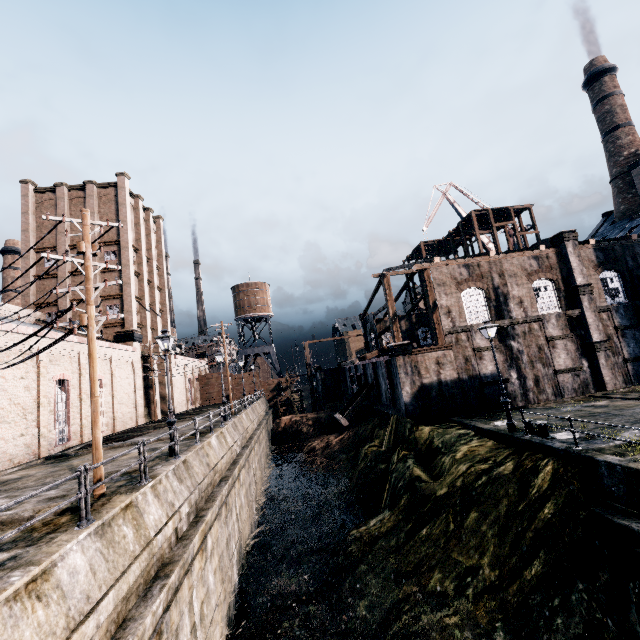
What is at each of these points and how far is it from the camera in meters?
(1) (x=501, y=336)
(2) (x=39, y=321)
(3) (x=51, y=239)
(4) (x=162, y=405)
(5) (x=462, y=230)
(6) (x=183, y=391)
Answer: (1) building, 24.4 m
(2) building, 34.3 m
(3) building, 37.3 m
(4) building, 40.9 m
(5) wooden scaffolding, 45.5 m
(6) building, 49.0 m

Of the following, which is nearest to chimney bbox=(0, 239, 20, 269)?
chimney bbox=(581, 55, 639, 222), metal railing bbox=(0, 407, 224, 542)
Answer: metal railing bbox=(0, 407, 224, 542)

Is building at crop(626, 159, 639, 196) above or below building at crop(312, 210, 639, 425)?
above

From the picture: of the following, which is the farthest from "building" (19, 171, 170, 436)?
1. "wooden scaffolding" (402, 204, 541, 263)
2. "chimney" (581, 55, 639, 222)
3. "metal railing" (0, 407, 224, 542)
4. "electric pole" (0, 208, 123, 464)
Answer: "chimney" (581, 55, 639, 222)

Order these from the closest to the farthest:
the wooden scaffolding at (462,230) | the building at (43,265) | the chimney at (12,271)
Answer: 1. the building at (43,265)
2. the wooden scaffolding at (462,230)
3. the chimney at (12,271)

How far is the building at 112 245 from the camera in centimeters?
3053cm

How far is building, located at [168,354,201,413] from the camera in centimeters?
4491cm

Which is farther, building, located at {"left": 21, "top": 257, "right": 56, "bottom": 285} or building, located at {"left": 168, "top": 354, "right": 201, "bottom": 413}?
building, located at {"left": 168, "top": 354, "right": 201, "bottom": 413}
